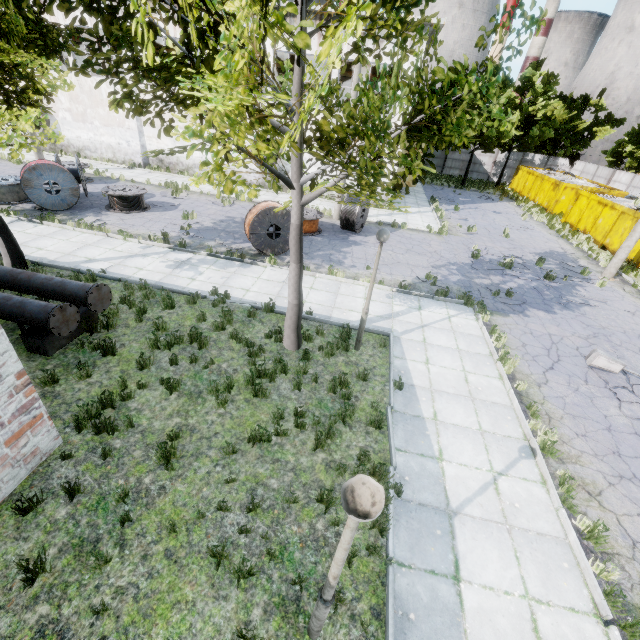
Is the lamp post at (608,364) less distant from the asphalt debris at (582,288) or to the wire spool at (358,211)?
the asphalt debris at (582,288)

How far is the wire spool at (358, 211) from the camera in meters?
16.3

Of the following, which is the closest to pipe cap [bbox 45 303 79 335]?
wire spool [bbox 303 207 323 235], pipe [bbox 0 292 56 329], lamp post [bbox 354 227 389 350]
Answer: pipe [bbox 0 292 56 329]

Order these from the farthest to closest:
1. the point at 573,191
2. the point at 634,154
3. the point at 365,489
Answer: the point at 634,154 < the point at 573,191 < the point at 365,489

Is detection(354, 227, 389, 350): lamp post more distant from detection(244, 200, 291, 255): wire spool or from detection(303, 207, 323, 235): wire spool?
detection(303, 207, 323, 235): wire spool

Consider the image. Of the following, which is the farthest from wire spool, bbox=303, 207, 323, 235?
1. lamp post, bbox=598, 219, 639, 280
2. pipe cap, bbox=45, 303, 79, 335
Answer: lamp post, bbox=598, 219, 639, 280

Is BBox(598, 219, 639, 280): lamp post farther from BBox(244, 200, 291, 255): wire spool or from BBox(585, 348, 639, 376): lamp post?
BBox(244, 200, 291, 255): wire spool

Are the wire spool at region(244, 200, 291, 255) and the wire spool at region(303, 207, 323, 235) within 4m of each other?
yes
